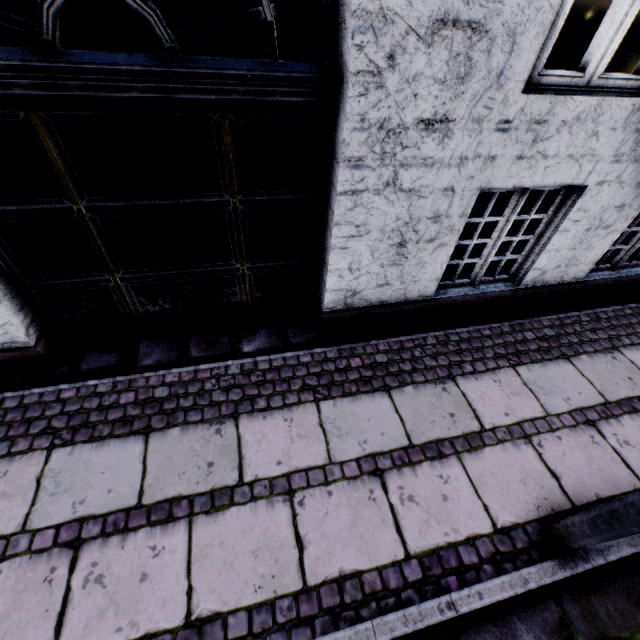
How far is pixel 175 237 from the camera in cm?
250
